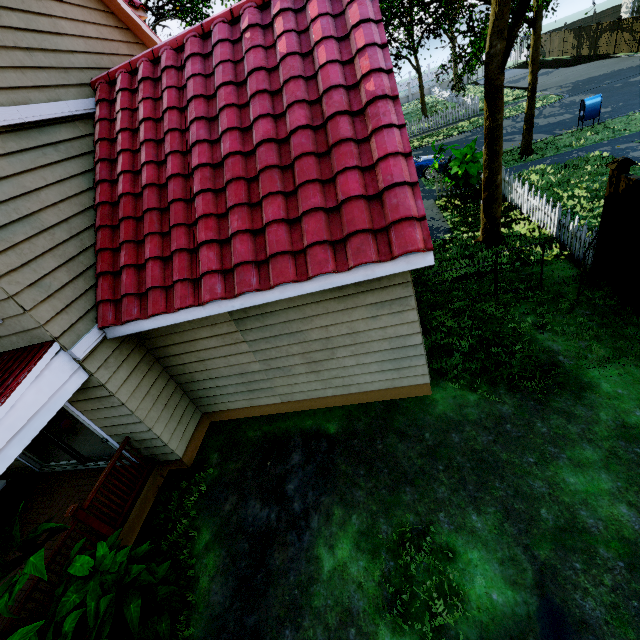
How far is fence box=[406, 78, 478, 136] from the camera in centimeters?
2444cm

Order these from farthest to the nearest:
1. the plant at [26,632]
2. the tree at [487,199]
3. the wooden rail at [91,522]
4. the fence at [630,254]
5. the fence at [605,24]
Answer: the fence at [605,24] → the tree at [487,199] → the fence at [630,254] → the wooden rail at [91,522] → the plant at [26,632]

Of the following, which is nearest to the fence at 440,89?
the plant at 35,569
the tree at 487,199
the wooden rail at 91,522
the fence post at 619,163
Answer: the fence post at 619,163

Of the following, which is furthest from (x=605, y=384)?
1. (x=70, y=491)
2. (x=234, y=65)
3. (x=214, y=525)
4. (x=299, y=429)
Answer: (x=70, y=491)

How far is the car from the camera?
16.0 meters

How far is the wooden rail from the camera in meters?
4.7

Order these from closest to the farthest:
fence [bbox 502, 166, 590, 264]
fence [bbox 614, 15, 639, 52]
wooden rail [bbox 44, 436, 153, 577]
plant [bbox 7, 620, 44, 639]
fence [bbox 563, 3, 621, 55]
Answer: plant [bbox 7, 620, 44, 639] → wooden rail [bbox 44, 436, 153, 577] → fence [bbox 502, 166, 590, 264] → fence [bbox 614, 15, 639, 52] → fence [bbox 563, 3, 621, 55]
